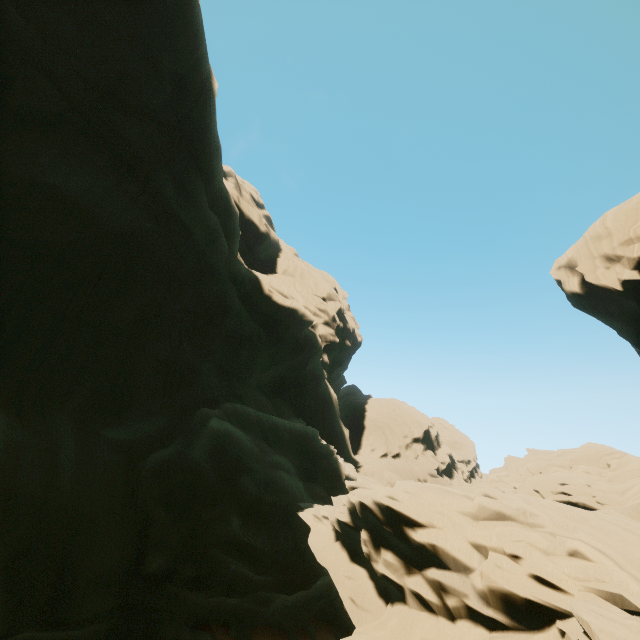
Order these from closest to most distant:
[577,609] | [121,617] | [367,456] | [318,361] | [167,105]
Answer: [577,609]
[121,617]
[167,105]
[318,361]
[367,456]

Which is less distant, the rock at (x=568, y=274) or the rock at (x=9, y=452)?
the rock at (x=9, y=452)

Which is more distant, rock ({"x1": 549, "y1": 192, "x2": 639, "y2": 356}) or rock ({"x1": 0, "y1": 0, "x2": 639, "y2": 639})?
rock ({"x1": 549, "y1": 192, "x2": 639, "y2": 356})
